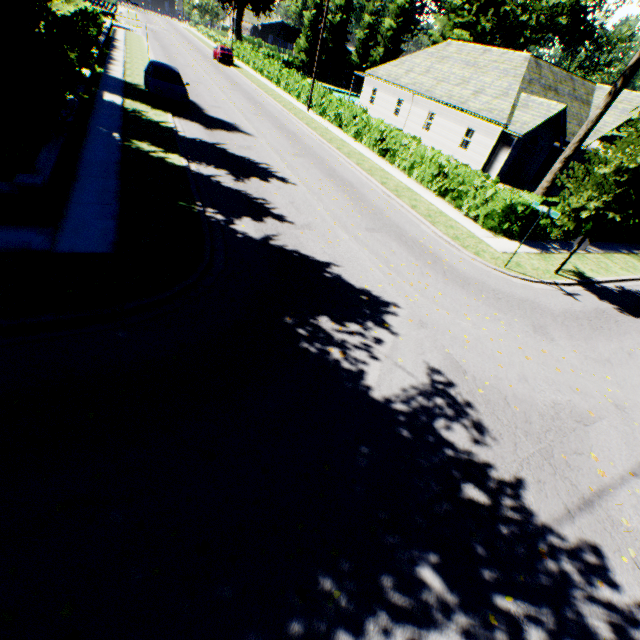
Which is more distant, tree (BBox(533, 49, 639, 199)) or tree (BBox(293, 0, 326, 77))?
tree (BBox(293, 0, 326, 77))

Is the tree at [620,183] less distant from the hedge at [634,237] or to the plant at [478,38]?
the plant at [478,38]

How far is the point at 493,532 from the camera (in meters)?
4.48

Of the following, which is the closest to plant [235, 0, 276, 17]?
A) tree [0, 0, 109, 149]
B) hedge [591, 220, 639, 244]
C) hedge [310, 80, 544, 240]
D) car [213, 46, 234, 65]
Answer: tree [0, 0, 109, 149]

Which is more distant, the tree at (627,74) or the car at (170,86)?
the car at (170,86)

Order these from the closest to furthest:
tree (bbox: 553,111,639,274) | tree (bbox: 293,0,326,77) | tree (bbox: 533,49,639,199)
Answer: tree (bbox: 553,111,639,274) < tree (bbox: 533,49,639,199) < tree (bbox: 293,0,326,77)

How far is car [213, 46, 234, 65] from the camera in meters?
38.0

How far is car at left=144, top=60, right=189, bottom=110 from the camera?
16.5 meters
